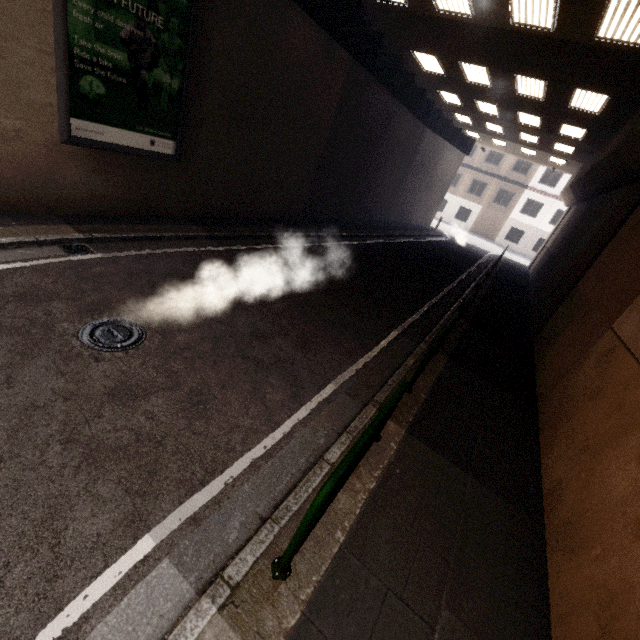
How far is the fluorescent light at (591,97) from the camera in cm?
973

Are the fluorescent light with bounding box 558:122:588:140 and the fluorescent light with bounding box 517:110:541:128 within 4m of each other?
yes

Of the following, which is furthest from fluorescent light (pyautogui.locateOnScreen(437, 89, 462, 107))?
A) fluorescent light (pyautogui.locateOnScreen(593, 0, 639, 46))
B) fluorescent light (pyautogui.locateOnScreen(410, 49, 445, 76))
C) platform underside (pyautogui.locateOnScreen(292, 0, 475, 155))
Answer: fluorescent light (pyautogui.locateOnScreen(593, 0, 639, 46))

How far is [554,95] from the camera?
11.2 meters

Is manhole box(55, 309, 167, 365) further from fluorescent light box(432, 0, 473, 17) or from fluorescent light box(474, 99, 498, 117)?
fluorescent light box(474, 99, 498, 117)

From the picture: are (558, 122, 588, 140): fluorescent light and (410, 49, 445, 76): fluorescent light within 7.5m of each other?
yes

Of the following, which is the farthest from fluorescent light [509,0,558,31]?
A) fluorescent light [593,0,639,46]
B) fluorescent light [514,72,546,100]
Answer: fluorescent light [514,72,546,100]

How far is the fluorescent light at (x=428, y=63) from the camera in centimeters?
1177cm
